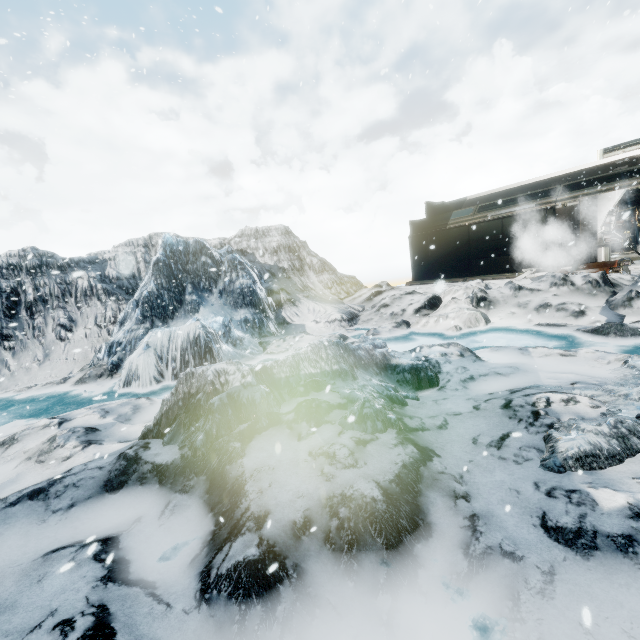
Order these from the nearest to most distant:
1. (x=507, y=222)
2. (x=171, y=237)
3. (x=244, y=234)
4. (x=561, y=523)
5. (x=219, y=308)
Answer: (x=561, y=523)
(x=219, y=308)
(x=507, y=222)
(x=171, y=237)
(x=244, y=234)

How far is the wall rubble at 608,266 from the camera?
11.24m

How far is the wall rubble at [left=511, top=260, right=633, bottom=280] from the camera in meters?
11.2
